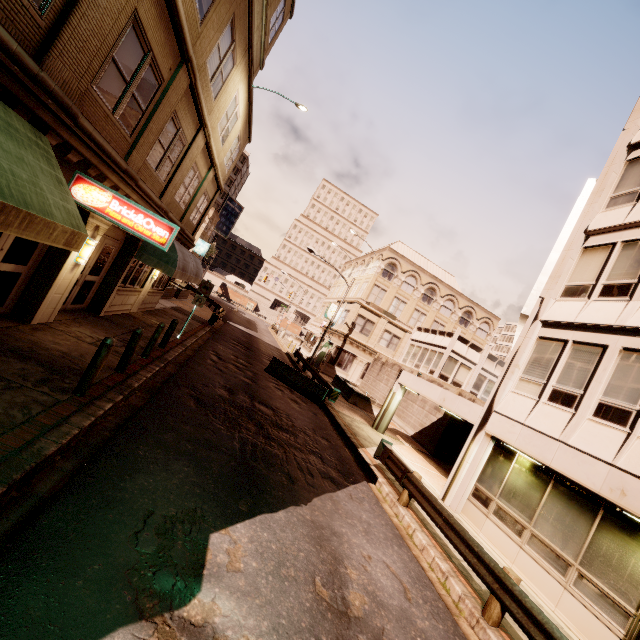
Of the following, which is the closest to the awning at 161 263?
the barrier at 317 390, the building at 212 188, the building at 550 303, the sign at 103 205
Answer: the building at 212 188

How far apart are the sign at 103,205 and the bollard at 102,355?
2.26m

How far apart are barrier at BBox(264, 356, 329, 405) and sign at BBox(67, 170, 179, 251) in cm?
1200

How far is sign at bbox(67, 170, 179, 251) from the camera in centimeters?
691cm

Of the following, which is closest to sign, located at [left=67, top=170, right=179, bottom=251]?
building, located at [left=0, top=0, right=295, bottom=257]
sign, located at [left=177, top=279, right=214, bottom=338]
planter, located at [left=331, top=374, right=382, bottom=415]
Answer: building, located at [left=0, top=0, right=295, bottom=257]

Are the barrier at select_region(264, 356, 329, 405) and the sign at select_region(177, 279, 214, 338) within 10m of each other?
yes

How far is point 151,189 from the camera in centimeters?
1088cm

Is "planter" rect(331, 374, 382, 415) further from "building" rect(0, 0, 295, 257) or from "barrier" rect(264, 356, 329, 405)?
"building" rect(0, 0, 295, 257)
